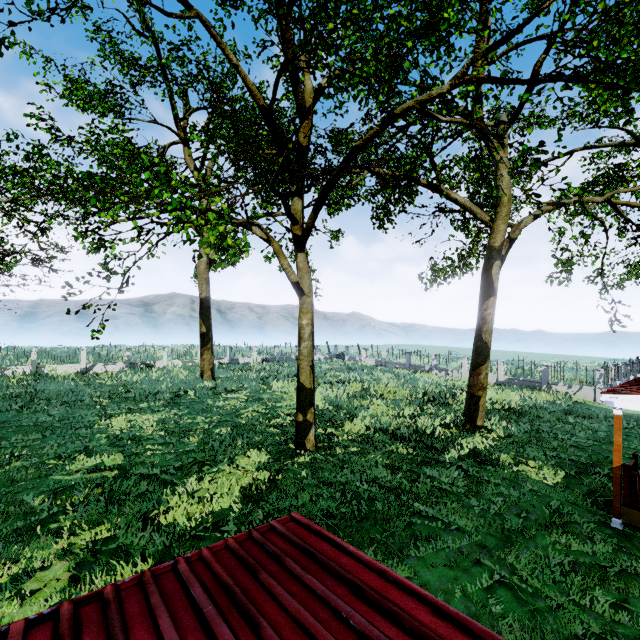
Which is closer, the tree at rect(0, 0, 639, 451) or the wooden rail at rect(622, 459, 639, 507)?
the wooden rail at rect(622, 459, 639, 507)

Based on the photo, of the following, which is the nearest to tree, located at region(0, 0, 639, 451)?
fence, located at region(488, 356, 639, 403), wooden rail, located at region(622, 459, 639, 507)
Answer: fence, located at region(488, 356, 639, 403)

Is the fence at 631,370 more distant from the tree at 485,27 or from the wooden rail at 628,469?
the wooden rail at 628,469

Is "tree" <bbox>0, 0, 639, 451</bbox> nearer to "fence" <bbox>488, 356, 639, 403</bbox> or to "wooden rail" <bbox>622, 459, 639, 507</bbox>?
"fence" <bbox>488, 356, 639, 403</bbox>

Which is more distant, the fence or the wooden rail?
the fence

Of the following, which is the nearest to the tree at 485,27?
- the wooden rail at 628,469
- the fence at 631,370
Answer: the fence at 631,370

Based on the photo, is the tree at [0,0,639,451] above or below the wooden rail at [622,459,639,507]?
above

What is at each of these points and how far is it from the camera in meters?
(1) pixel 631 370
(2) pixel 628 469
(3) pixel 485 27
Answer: (1) fence, 21.1 m
(2) wooden rail, 8.0 m
(3) tree, 11.3 m
